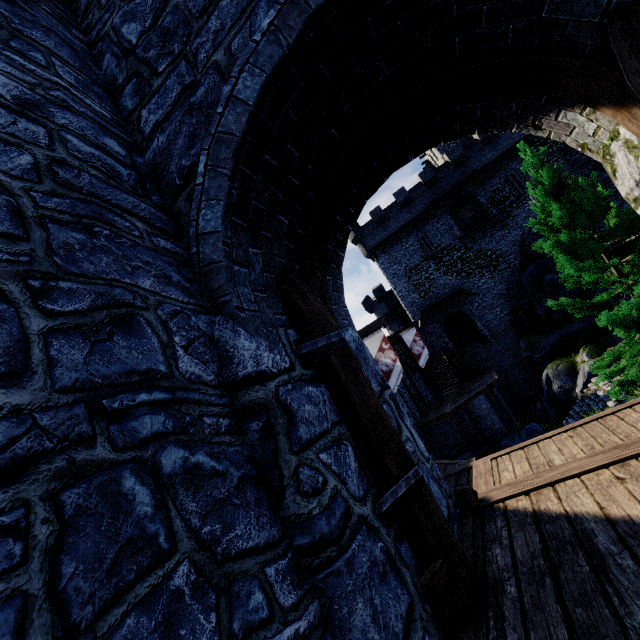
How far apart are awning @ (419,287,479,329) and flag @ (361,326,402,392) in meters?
18.5 m

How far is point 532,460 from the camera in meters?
4.8

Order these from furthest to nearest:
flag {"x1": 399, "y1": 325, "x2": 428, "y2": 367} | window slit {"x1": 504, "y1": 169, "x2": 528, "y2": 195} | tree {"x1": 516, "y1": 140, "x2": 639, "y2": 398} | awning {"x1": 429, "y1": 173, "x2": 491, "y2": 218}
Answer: awning {"x1": 429, "y1": 173, "x2": 491, "y2": 218}, window slit {"x1": 504, "y1": 169, "x2": 528, "y2": 195}, flag {"x1": 399, "y1": 325, "x2": 428, "y2": 367}, tree {"x1": 516, "y1": 140, "x2": 639, "y2": 398}

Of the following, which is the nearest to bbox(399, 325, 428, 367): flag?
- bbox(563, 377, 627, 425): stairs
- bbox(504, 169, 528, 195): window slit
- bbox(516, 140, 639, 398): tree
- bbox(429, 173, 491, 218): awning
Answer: bbox(563, 377, 627, 425): stairs

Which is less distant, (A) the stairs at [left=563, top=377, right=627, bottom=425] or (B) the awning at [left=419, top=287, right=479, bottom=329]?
(A) the stairs at [left=563, top=377, right=627, bottom=425]

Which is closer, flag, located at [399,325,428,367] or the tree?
the tree

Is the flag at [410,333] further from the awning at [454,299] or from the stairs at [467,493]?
the stairs at [467,493]

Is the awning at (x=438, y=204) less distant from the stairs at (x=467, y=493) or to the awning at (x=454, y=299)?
the awning at (x=454, y=299)
